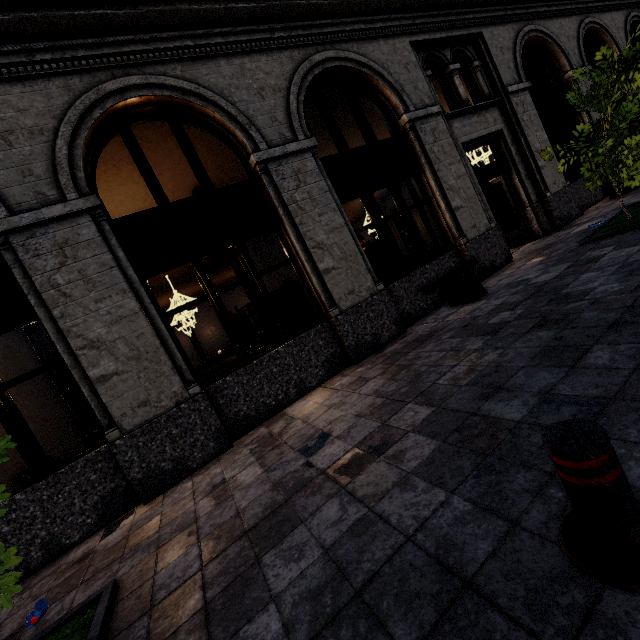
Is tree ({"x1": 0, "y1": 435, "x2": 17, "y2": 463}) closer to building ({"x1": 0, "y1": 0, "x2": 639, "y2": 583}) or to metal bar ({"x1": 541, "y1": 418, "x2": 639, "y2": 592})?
building ({"x1": 0, "y1": 0, "x2": 639, "y2": 583})

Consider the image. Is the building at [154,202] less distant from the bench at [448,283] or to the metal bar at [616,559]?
the bench at [448,283]

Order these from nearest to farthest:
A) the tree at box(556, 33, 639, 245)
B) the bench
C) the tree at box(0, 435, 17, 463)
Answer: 1. the tree at box(0, 435, 17, 463)
2. the tree at box(556, 33, 639, 245)
3. the bench

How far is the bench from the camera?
6.4 meters

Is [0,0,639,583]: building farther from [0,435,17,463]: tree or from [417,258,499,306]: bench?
[0,435,17,463]: tree

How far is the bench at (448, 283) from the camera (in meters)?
6.39

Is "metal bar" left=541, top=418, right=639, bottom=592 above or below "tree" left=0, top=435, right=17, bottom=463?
below

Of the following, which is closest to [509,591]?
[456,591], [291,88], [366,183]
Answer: [456,591]
